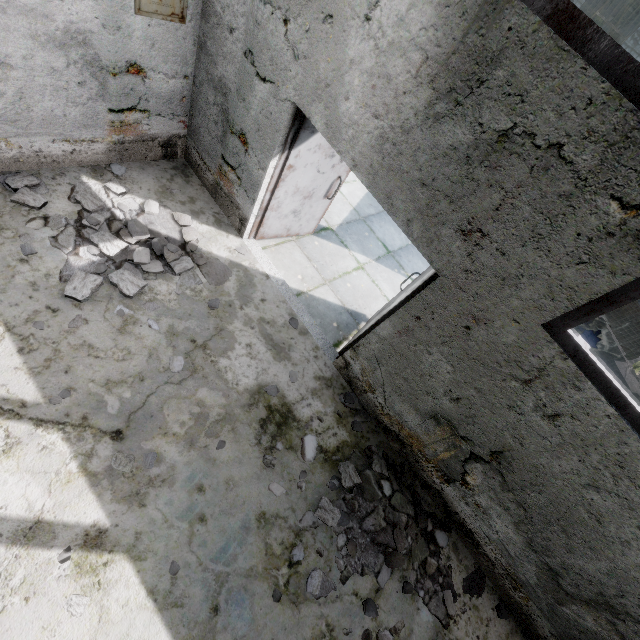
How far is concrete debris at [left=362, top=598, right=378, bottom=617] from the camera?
3.3m

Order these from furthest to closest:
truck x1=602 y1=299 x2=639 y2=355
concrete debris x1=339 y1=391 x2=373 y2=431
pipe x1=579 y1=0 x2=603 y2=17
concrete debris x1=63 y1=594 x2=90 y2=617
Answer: pipe x1=579 y1=0 x2=603 y2=17 < truck x1=602 y1=299 x2=639 y2=355 < concrete debris x1=339 y1=391 x2=373 y2=431 < concrete debris x1=63 y1=594 x2=90 y2=617

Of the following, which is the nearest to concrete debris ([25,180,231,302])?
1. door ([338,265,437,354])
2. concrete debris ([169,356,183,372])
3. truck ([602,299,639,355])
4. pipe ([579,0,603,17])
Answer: concrete debris ([169,356,183,372])

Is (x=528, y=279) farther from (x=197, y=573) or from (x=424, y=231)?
(x=197, y=573)

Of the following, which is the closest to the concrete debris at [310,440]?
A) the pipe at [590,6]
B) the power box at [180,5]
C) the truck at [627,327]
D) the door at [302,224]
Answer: the door at [302,224]

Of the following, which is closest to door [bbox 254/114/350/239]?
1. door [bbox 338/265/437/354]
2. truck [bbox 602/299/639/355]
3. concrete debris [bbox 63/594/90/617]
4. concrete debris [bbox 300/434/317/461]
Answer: door [bbox 338/265/437/354]

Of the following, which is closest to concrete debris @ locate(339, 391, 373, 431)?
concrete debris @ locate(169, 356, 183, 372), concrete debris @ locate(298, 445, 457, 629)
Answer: concrete debris @ locate(298, 445, 457, 629)

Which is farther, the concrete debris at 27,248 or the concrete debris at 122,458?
the concrete debris at 27,248
